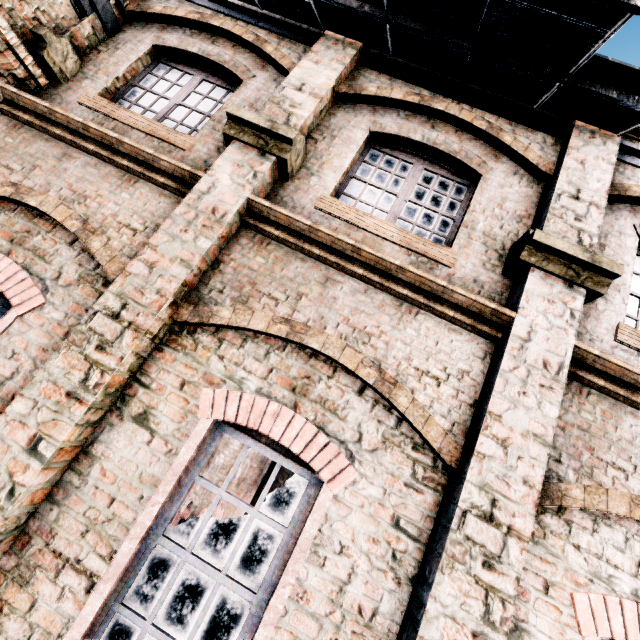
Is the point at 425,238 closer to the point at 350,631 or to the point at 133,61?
the point at 350,631

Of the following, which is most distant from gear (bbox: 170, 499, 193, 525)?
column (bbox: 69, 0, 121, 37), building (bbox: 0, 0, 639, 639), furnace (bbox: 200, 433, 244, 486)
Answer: furnace (bbox: 200, 433, 244, 486)

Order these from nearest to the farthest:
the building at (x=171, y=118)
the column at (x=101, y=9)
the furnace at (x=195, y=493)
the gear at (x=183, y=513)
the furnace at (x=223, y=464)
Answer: the building at (x=171, y=118) < the column at (x=101, y=9) < the gear at (x=183, y=513) < the furnace at (x=195, y=493) < the furnace at (x=223, y=464)

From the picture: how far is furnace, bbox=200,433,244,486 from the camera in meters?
15.8 m

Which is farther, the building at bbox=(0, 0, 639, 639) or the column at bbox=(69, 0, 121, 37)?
the column at bbox=(69, 0, 121, 37)

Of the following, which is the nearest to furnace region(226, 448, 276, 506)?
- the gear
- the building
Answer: the building

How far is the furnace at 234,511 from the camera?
15.9 meters
